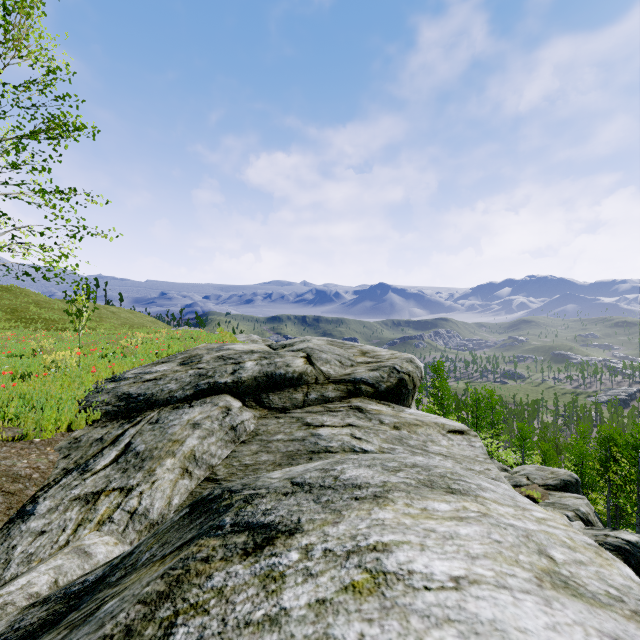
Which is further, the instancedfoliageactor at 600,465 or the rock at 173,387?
the instancedfoliageactor at 600,465

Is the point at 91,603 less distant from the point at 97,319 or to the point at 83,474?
the point at 83,474

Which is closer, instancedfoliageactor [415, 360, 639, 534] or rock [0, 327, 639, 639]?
rock [0, 327, 639, 639]

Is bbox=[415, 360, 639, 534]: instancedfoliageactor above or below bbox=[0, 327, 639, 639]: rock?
below

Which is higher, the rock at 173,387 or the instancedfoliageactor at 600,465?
the rock at 173,387
